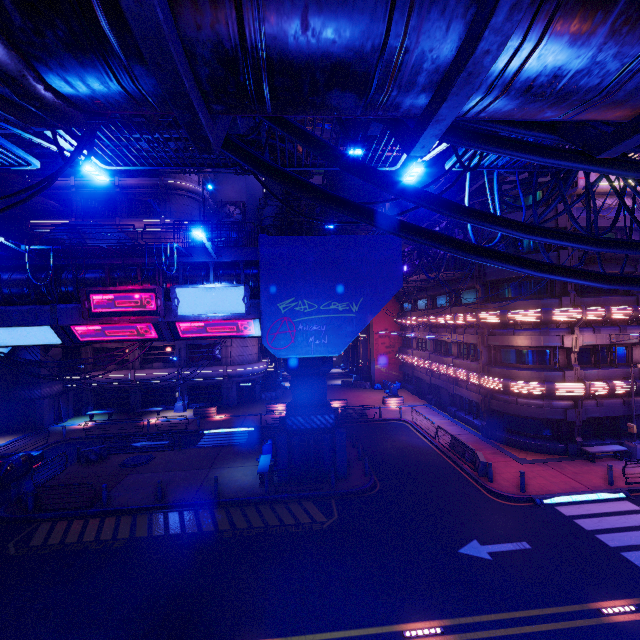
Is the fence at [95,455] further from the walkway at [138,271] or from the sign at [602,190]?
the sign at [602,190]

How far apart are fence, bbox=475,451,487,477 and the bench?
11.9 meters

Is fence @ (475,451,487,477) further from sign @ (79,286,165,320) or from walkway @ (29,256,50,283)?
sign @ (79,286,165,320)

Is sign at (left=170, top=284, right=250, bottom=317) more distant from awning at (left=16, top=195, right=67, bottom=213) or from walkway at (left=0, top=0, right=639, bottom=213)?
awning at (left=16, top=195, right=67, bottom=213)

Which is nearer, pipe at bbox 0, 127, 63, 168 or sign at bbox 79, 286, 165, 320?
sign at bbox 79, 286, 165, 320

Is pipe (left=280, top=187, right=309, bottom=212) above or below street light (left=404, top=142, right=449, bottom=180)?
above

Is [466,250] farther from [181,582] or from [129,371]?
[129,371]

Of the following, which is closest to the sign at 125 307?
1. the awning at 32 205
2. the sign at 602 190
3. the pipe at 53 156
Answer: the pipe at 53 156
